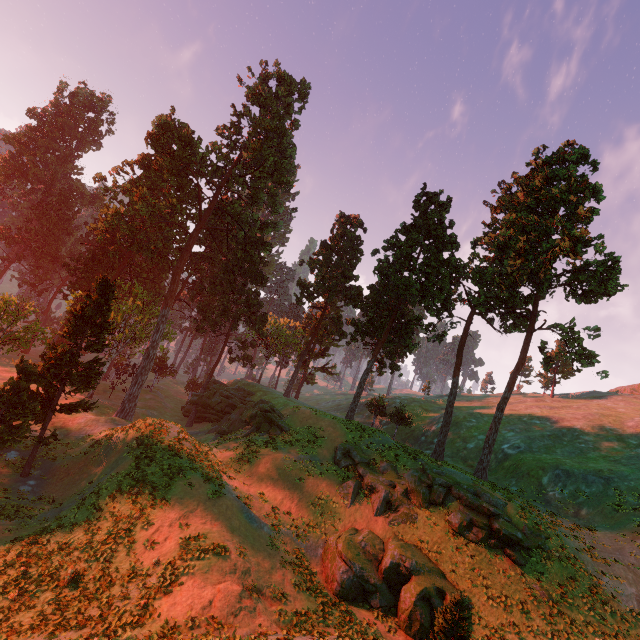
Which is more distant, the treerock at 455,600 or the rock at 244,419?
the rock at 244,419

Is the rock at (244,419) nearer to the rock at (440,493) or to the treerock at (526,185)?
the treerock at (526,185)

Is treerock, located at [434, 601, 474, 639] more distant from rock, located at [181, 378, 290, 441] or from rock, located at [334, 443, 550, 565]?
rock, located at [334, 443, 550, 565]

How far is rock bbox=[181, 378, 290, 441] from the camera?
33.62m

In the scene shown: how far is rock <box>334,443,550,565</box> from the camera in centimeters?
2014cm

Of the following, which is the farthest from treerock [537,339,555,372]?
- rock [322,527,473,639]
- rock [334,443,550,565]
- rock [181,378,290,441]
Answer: rock [322,527,473,639]

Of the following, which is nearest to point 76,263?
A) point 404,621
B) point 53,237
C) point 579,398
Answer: point 53,237

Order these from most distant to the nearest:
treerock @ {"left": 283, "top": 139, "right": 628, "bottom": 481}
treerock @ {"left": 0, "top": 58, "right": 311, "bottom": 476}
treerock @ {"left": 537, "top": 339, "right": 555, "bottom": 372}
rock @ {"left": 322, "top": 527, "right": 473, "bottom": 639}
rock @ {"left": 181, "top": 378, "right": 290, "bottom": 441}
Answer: rock @ {"left": 181, "top": 378, "right": 290, "bottom": 441} < treerock @ {"left": 537, "top": 339, "right": 555, "bottom": 372} < treerock @ {"left": 283, "top": 139, "right": 628, "bottom": 481} < treerock @ {"left": 0, "top": 58, "right": 311, "bottom": 476} < rock @ {"left": 322, "top": 527, "right": 473, "bottom": 639}
